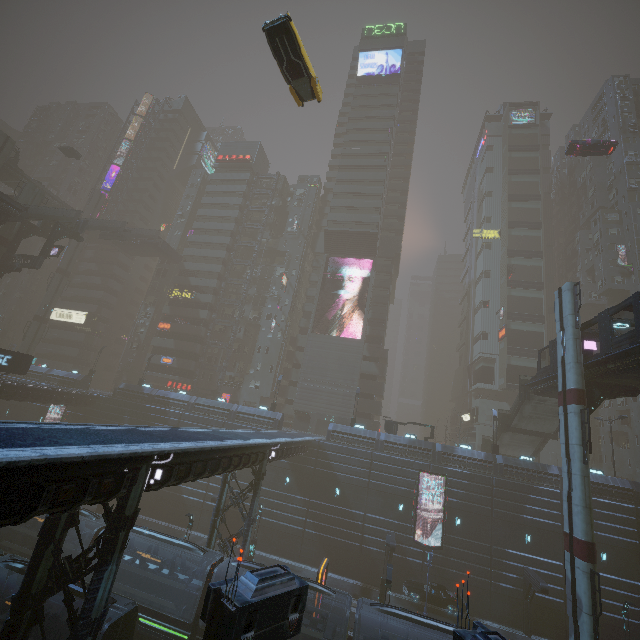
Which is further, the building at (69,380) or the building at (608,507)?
the building at (69,380)

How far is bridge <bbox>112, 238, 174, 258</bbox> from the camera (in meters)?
57.00

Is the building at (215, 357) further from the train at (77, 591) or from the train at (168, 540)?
the train at (168, 540)

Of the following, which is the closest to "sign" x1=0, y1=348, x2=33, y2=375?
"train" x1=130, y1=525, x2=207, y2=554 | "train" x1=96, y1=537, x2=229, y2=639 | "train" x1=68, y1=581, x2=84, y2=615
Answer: "train" x1=68, y1=581, x2=84, y2=615

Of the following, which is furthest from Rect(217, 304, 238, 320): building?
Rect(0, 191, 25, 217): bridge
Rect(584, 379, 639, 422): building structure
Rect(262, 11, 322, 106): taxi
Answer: Rect(584, 379, 639, 422): building structure

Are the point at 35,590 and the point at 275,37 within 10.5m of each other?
no

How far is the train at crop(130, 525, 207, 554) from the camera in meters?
20.0

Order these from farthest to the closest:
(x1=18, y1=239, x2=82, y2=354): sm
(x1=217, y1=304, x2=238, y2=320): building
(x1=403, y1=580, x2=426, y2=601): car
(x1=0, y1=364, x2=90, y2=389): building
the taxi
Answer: (x1=217, y1=304, x2=238, y2=320): building < (x1=18, y1=239, x2=82, y2=354): sm < (x1=0, y1=364, x2=90, y2=389): building < (x1=403, y1=580, x2=426, y2=601): car < the taxi
